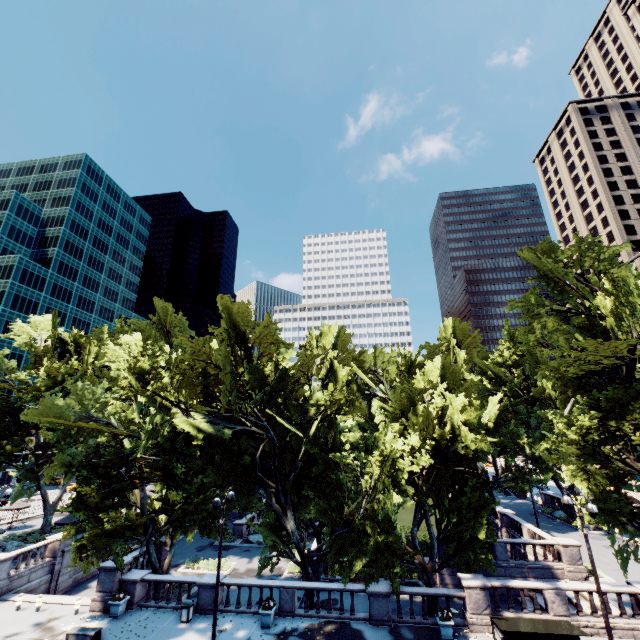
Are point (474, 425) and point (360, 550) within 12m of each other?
no

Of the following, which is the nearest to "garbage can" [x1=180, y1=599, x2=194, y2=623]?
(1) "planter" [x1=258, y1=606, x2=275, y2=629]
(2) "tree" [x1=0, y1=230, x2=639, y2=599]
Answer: (2) "tree" [x1=0, y1=230, x2=639, y2=599]

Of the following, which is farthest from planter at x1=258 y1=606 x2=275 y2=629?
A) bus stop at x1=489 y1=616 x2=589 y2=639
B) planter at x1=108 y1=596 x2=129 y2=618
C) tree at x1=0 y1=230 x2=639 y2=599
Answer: bus stop at x1=489 y1=616 x2=589 y2=639

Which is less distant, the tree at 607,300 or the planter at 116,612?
the tree at 607,300

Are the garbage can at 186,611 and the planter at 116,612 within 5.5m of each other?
yes

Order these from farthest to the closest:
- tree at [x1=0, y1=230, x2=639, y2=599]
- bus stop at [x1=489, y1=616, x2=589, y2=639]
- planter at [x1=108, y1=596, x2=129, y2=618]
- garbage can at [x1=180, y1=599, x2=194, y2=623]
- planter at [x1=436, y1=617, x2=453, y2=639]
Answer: planter at [x1=108, y1=596, x2=129, y2=618] → garbage can at [x1=180, y1=599, x2=194, y2=623] → tree at [x1=0, y1=230, x2=639, y2=599] → planter at [x1=436, y1=617, x2=453, y2=639] → bus stop at [x1=489, y1=616, x2=589, y2=639]

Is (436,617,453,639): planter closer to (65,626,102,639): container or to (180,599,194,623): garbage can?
(180,599,194,623): garbage can

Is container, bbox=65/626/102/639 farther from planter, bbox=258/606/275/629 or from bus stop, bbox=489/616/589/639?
bus stop, bbox=489/616/589/639
